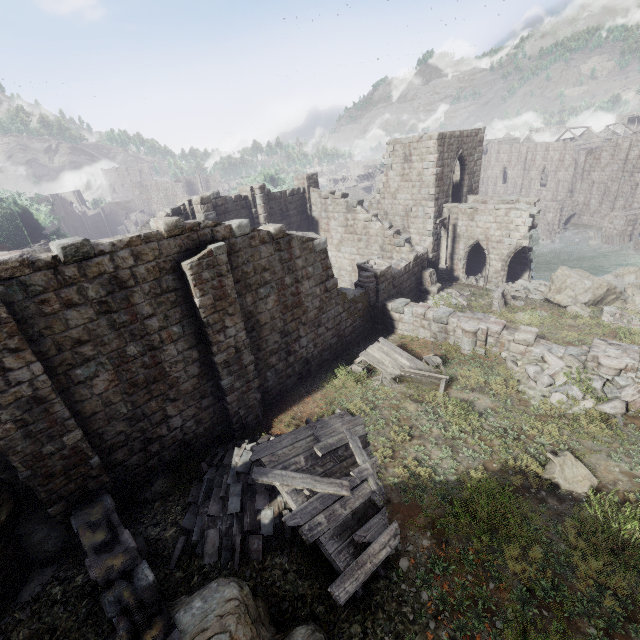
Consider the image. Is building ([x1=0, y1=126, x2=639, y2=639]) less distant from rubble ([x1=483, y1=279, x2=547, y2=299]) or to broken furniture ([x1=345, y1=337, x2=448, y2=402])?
rubble ([x1=483, y1=279, x2=547, y2=299])

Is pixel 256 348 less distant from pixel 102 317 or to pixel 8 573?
pixel 102 317

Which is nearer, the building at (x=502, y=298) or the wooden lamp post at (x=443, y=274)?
the building at (x=502, y=298)

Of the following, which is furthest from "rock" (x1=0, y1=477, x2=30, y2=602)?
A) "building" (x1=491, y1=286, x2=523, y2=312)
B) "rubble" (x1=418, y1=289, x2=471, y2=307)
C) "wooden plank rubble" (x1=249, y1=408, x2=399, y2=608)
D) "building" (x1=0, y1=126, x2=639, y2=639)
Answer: "building" (x1=491, y1=286, x2=523, y2=312)

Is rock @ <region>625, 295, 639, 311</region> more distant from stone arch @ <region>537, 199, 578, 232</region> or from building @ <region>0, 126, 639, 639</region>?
stone arch @ <region>537, 199, 578, 232</region>

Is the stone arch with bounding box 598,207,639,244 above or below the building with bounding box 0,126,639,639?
below

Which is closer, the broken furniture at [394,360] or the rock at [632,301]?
the broken furniture at [394,360]

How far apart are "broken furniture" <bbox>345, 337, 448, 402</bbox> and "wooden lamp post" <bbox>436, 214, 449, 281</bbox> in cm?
1090
